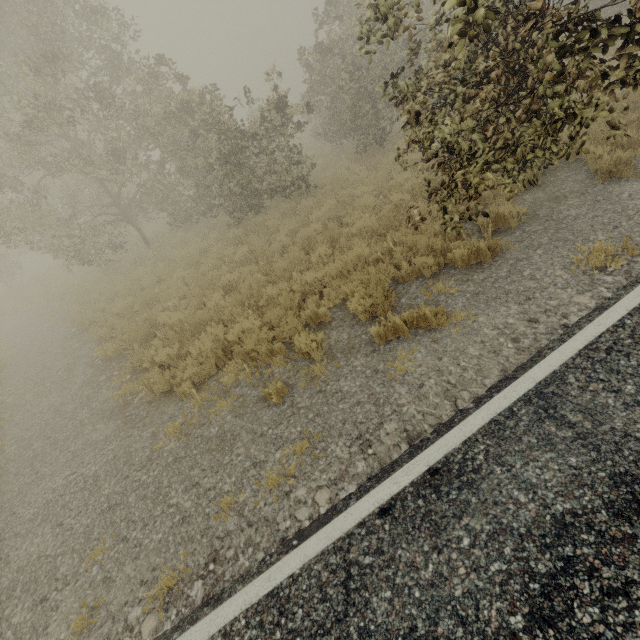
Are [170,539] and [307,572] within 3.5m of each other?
yes
